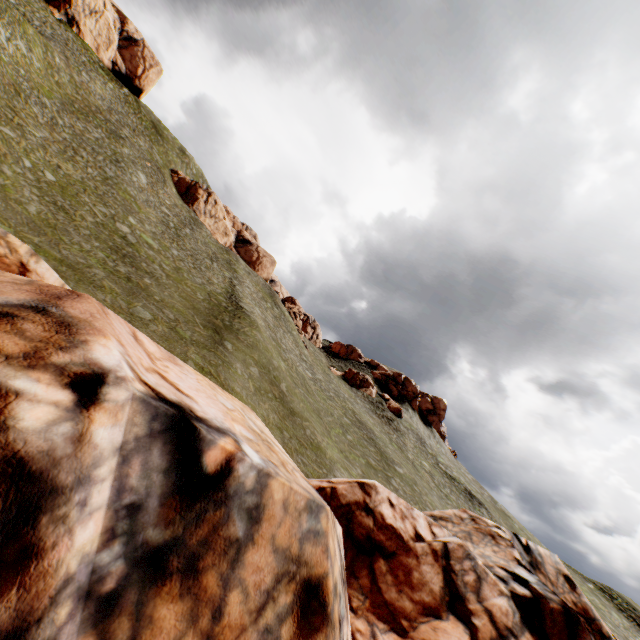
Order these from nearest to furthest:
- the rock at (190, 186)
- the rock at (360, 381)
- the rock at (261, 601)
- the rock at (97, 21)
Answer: the rock at (261, 601)
the rock at (97, 21)
the rock at (360, 381)
the rock at (190, 186)

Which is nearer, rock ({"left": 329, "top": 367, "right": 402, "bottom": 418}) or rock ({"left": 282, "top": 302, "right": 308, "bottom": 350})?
rock ({"left": 329, "top": 367, "right": 402, "bottom": 418})

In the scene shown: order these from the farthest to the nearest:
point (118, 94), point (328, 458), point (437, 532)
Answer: point (118, 94), point (328, 458), point (437, 532)

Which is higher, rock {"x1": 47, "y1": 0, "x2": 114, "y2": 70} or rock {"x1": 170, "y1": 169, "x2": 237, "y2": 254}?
rock {"x1": 47, "y1": 0, "x2": 114, "y2": 70}

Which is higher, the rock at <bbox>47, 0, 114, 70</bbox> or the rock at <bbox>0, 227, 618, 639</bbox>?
the rock at <bbox>47, 0, 114, 70</bbox>

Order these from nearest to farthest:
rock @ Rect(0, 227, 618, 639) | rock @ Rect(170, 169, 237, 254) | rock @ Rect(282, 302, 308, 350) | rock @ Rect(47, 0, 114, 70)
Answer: rock @ Rect(0, 227, 618, 639) < rock @ Rect(47, 0, 114, 70) < rock @ Rect(282, 302, 308, 350) < rock @ Rect(170, 169, 237, 254)

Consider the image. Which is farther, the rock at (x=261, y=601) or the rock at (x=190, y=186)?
the rock at (x=190, y=186)
